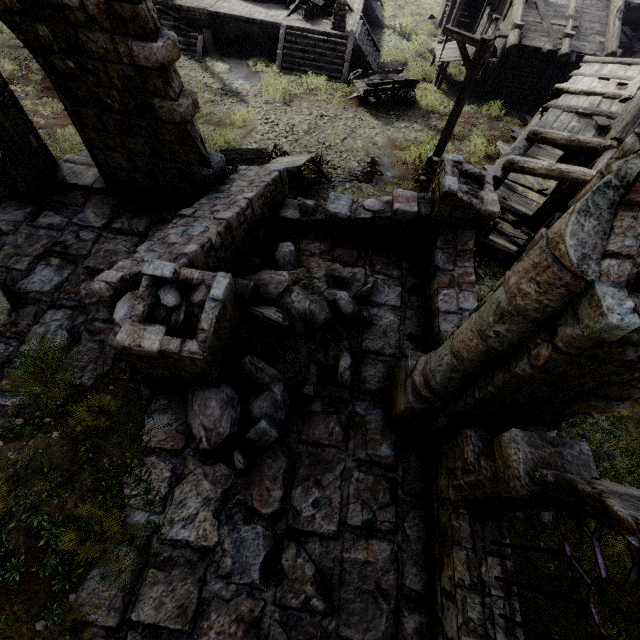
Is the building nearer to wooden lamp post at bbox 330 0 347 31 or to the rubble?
the rubble

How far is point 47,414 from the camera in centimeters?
562cm

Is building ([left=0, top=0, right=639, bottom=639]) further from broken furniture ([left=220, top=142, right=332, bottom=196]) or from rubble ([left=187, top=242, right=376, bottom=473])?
broken furniture ([left=220, top=142, right=332, bottom=196])

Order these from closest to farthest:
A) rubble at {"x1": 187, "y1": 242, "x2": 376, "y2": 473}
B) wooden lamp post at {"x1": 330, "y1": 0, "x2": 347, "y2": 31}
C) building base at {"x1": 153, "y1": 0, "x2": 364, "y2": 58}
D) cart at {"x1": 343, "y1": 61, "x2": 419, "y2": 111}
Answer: rubble at {"x1": 187, "y1": 242, "x2": 376, "y2": 473}
cart at {"x1": 343, "y1": 61, "x2": 419, "y2": 111}
wooden lamp post at {"x1": 330, "y1": 0, "x2": 347, "y2": 31}
building base at {"x1": 153, "y1": 0, "x2": 364, "y2": 58}

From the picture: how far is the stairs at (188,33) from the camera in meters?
17.2

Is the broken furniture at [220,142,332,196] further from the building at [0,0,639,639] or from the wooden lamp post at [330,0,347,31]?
the wooden lamp post at [330,0,347,31]

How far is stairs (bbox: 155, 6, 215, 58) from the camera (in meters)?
17.23

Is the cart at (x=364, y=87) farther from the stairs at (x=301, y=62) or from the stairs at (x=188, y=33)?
the stairs at (x=188, y=33)
